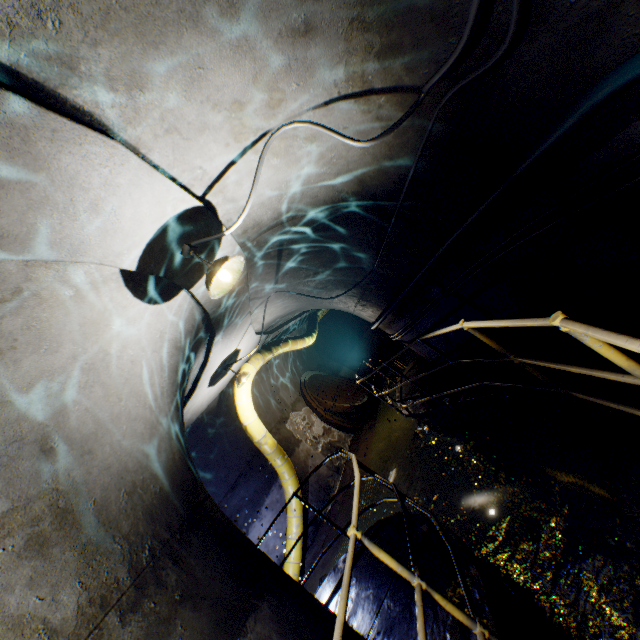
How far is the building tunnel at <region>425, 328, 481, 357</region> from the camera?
5.8 meters

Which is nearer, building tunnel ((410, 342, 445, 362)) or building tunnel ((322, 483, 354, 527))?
building tunnel ((410, 342, 445, 362))

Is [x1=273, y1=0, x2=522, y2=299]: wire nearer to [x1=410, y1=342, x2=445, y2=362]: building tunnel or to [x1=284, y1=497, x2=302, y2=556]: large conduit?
[x1=410, y1=342, x2=445, y2=362]: building tunnel

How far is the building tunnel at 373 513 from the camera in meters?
7.1 m

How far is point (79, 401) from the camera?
2.4m

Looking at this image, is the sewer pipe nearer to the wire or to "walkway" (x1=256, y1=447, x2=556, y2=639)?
"walkway" (x1=256, y1=447, x2=556, y2=639)

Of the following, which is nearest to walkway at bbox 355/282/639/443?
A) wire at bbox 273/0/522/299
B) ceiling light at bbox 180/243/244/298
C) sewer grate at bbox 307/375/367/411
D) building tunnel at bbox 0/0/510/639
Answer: building tunnel at bbox 0/0/510/639

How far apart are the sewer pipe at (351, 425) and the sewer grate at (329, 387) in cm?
0
